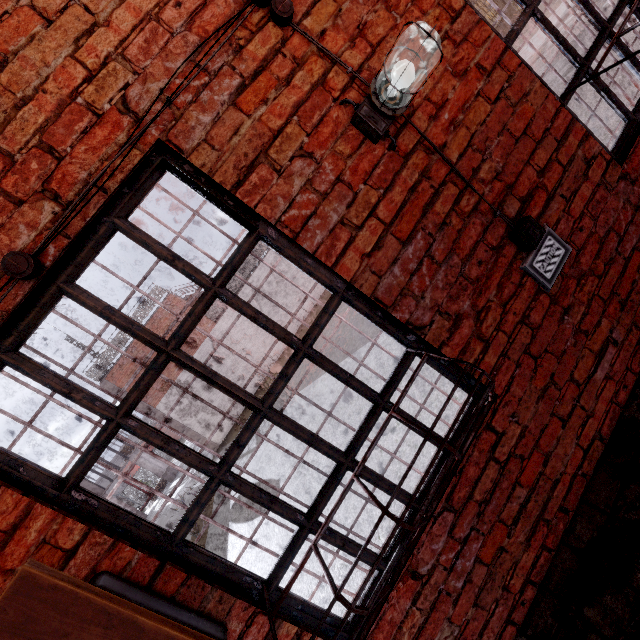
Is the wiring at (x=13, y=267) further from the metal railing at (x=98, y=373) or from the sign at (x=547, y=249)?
the metal railing at (x=98, y=373)

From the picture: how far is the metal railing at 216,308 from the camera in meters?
18.5

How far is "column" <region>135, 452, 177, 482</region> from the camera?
26.4m

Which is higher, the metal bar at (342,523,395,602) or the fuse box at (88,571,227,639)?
the fuse box at (88,571,227,639)

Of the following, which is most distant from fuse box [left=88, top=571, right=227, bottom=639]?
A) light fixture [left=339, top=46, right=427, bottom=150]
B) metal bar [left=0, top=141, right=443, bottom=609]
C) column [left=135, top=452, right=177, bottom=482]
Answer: column [left=135, top=452, right=177, bottom=482]

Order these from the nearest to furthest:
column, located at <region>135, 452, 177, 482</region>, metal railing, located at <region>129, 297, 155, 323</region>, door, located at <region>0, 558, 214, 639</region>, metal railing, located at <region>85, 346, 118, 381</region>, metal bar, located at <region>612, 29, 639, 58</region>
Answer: door, located at <region>0, 558, 214, 639</region> < metal bar, located at <region>612, 29, 639, 58</region> < metal railing, located at <region>85, 346, 118, 381</region> < metal railing, located at <region>129, 297, 155, 323</region> < column, located at <region>135, 452, 177, 482</region>

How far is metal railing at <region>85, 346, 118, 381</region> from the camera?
17.03m

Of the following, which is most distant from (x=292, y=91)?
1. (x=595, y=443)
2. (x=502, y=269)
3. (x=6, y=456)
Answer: (x=595, y=443)
